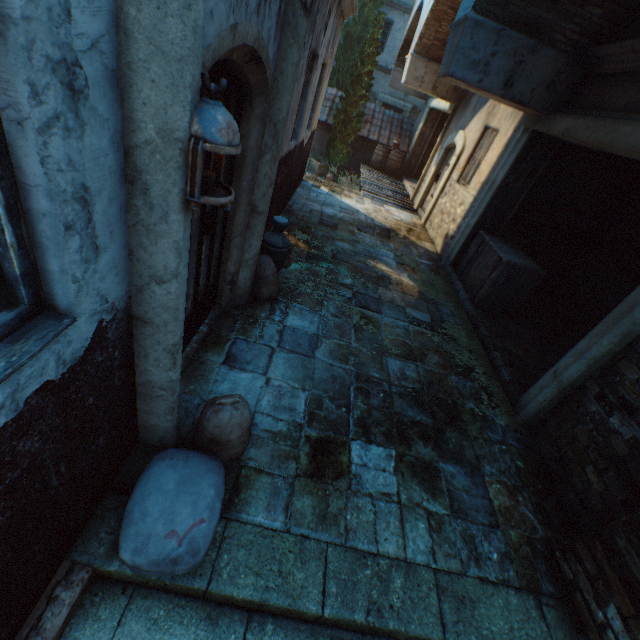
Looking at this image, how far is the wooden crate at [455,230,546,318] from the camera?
5.5 meters

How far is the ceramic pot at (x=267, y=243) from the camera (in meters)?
4.25

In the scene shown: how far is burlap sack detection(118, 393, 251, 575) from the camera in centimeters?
178cm

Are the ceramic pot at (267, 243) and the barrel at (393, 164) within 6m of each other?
no

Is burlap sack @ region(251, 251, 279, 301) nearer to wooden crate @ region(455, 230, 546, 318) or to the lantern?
the lantern

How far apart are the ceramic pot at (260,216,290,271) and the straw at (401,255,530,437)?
2.1 meters

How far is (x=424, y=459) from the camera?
3.1m

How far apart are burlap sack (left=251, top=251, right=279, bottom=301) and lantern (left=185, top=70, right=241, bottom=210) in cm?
138
